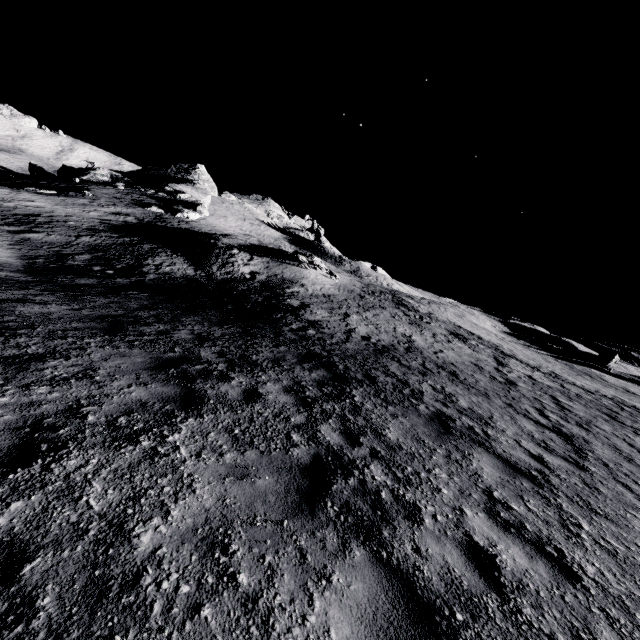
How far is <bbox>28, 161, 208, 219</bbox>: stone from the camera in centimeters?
4706cm

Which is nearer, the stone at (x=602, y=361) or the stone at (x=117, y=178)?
the stone at (x=602, y=361)

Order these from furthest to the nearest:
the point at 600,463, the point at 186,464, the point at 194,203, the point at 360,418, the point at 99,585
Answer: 1. the point at 194,203
2. the point at 600,463
3. the point at 360,418
4. the point at 186,464
5. the point at 99,585

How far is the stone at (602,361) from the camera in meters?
41.4

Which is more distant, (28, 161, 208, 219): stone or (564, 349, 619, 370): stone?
(28, 161, 208, 219): stone

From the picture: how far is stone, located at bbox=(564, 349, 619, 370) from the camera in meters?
41.4
